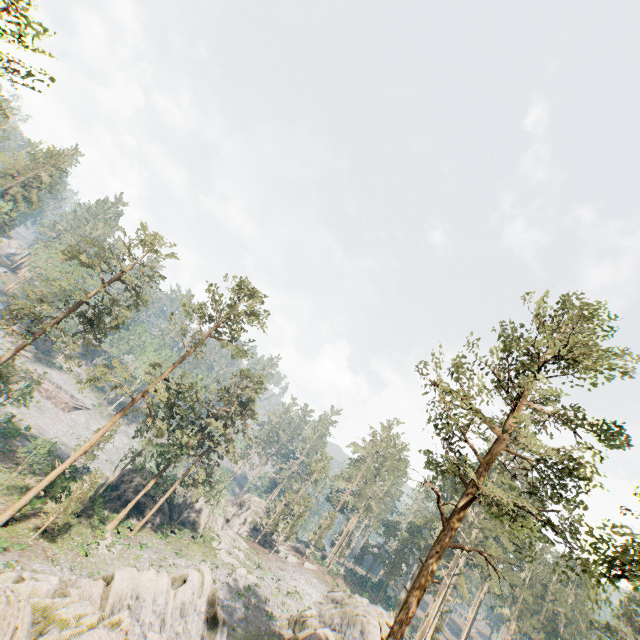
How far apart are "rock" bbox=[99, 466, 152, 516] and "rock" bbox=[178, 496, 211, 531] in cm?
554

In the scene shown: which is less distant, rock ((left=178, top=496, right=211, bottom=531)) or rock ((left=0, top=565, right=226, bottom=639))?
rock ((left=0, top=565, right=226, bottom=639))

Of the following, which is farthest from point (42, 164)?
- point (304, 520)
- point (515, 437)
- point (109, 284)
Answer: point (515, 437)

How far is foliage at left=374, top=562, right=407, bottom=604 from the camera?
57.9m

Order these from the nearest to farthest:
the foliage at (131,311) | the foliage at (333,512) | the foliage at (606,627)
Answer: the foliage at (606,627)
the foliage at (131,311)
the foliage at (333,512)

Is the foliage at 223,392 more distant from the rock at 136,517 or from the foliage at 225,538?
the foliage at 225,538

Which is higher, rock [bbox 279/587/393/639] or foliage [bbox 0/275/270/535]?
foliage [bbox 0/275/270/535]

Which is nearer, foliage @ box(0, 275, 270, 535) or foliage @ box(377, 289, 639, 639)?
foliage @ box(377, 289, 639, 639)
